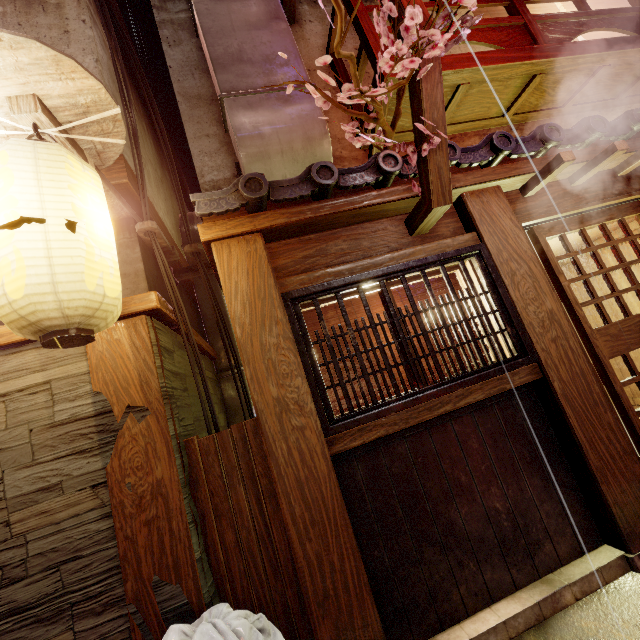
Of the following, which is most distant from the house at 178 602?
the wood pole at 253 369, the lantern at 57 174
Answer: the lantern at 57 174

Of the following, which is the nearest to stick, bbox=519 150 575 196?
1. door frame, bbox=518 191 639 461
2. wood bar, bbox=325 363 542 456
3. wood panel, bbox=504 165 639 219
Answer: wood panel, bbox=504 165 639 219

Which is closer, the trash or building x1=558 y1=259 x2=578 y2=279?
the trash

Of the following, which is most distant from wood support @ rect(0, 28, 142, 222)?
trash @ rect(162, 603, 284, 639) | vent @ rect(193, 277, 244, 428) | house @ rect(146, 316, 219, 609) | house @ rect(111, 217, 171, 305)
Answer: trash @ rect(162, 603, 284, 639)

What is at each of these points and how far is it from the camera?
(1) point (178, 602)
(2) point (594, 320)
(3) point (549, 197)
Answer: (1) house, 3.6m
(2) building, 11.2m
(3) wood panel, 6.1m

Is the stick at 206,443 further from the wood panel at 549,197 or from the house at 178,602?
the wood panel at 549,197

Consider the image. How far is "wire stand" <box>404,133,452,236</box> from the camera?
4.5m

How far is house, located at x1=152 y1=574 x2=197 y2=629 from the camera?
3.6m
